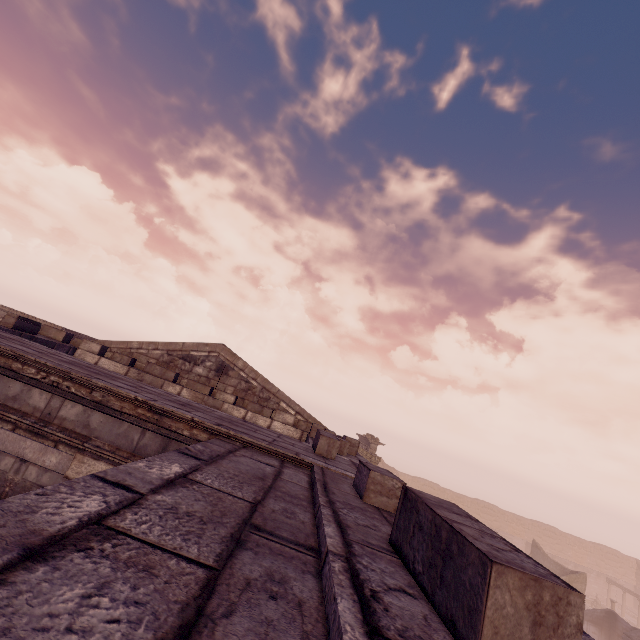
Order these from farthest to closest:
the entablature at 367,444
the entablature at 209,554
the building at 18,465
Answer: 1. the entablature at 367,444
2. the building at 18,465
3. the entablature at 209,554

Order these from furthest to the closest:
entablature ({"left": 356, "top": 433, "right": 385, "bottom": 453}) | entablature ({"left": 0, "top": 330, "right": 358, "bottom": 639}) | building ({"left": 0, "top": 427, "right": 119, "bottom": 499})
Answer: entablature ({"left": 356, "top": 433, "right": 385, "bottom": 453}) → building ({"left": 0, "top": 427, "right": 119, "bottom": 499}) → entablature ({"left": 0, "top": 330, "right": 358, "bottom": 639})

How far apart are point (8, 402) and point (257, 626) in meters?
4.9 m

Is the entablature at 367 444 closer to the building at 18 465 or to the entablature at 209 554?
the building at 18 465

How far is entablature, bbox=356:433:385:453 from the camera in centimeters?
2418cm

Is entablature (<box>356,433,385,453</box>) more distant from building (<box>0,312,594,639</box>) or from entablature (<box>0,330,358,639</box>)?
entablature (<box>0,330,358,639</box>)

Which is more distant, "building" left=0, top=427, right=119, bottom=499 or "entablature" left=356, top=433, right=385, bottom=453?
"entablature" left=356, top=433, right=385, bottom=453
